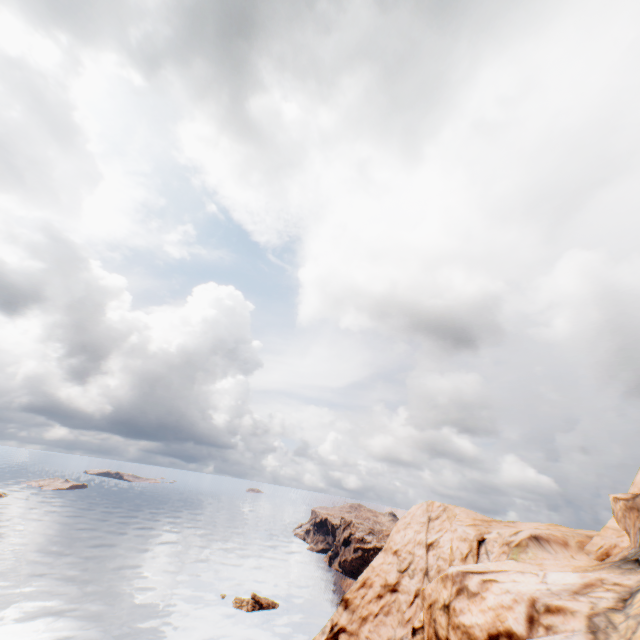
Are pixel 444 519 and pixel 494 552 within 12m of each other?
no
